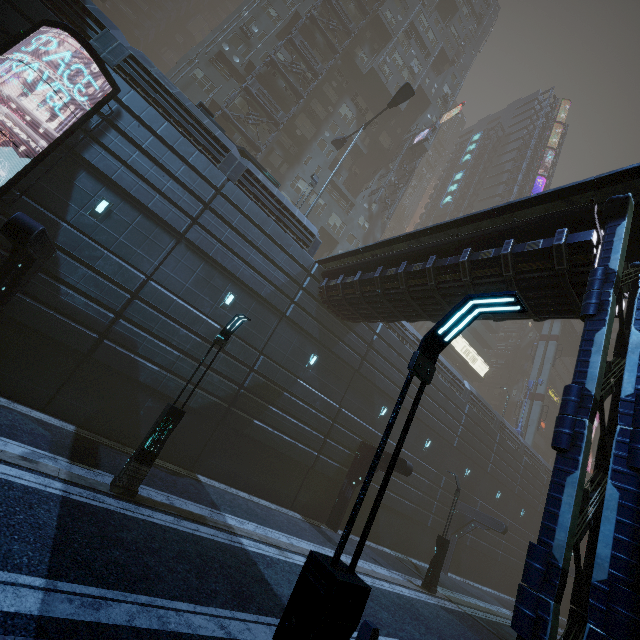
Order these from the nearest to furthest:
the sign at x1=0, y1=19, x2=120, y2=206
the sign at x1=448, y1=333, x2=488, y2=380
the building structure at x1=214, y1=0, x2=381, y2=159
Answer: the sign at x1=0, y1=19, x2=120, y2=206 < the building structure at x1=214, y1=0, x2=381, y2=159 < the sign at x1=448, y1=333, x2=488, y2=380

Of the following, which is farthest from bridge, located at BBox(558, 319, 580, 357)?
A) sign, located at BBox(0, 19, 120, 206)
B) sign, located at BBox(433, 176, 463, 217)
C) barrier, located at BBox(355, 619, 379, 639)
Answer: sign, located at BBox(0, 19, 120, 206)

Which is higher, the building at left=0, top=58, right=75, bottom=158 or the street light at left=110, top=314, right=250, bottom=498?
the building at left=0, top=58, right=75, bottom=158

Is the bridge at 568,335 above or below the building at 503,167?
below

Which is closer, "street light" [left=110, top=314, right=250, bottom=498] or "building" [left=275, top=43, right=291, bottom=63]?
"street light" [left=110, top=314, right=250, bottom=498]

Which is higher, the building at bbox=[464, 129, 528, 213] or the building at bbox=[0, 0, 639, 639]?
the building at bbox=[464, 129, 528, 213]

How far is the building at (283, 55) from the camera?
31.9m

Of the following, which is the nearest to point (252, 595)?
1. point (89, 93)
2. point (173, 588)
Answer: point (173, 588)
